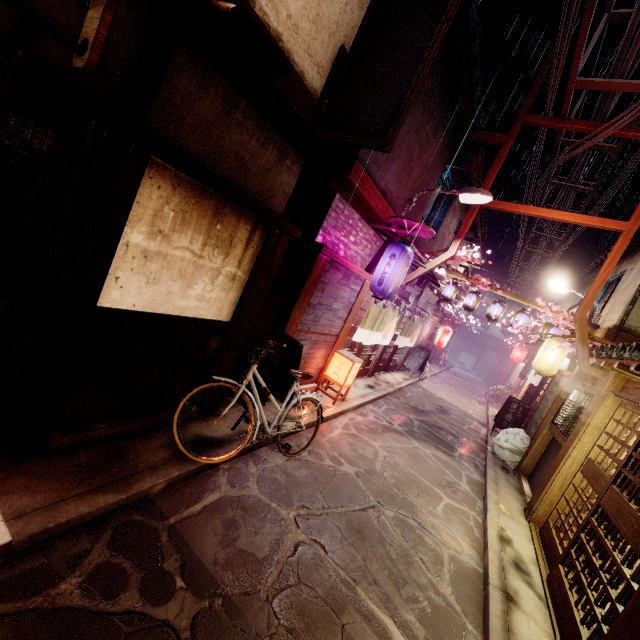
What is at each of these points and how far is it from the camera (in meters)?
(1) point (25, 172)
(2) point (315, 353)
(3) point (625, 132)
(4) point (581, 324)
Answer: (1) building, 9.33
(2) house, 12.55
(3) wire stand, 11.84
(4) wire stand, 11.93

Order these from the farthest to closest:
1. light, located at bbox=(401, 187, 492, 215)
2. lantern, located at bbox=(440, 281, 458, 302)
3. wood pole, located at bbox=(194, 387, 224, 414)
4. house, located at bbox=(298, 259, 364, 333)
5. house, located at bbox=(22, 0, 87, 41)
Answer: lantern, located at bbox=(440, 281, 458, 302) → light, located at bbox=(401, 187, 492, 215) → house, located at bbox=(298, 259, 364, 333) → wood pole, located at bbox=(194, 387, 224, 414) → house, located at bbox=(22, 0, 87, 41)

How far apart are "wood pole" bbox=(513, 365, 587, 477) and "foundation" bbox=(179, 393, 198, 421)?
14.6m

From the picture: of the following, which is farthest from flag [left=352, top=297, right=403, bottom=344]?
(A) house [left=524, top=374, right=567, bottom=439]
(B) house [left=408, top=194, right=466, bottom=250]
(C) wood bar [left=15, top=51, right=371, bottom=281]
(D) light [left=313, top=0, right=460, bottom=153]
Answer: (A) house [left=524, top=374, right=567, bottom=439]

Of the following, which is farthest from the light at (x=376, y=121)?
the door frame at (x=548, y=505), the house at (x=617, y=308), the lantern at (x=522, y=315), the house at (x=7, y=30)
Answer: the door frame at (x=548, y=505)

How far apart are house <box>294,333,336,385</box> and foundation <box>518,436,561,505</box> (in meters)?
9.04

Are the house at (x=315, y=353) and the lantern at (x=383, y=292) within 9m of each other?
yes

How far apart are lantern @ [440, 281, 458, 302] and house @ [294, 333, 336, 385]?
10.35m
